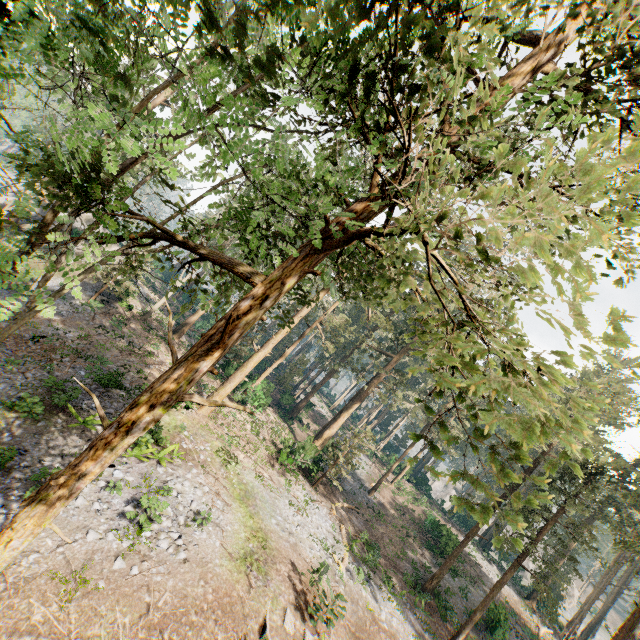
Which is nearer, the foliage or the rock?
the foliage

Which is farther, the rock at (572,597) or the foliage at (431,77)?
the rock at (572,597)

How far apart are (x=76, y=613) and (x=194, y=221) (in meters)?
11.17

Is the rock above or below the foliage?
above

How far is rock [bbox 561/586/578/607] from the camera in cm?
5747

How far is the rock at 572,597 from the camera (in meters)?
57.47
